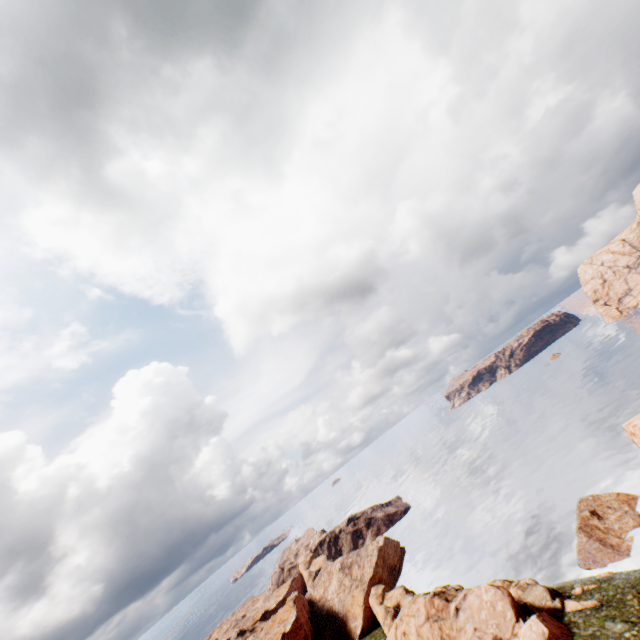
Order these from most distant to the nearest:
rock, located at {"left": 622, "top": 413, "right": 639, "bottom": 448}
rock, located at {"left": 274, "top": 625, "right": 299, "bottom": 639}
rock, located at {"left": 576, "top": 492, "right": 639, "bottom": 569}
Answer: rock, located at {"left": 274, "top": 625, "right": 299, "bottom": 639} < rock, located at {"left": 576, "top": 492, "right": 639, "bottom": 569} < rock, located at {"left": 622, "top": 413, "right": 639, "bottom": 448}

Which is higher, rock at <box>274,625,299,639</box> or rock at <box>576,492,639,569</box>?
rock at <box>274,625,299,639</box>

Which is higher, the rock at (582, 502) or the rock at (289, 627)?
the rock at (289, 627)

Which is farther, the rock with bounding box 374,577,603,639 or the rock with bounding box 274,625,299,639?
the rock with bounding box 274,625,299,639

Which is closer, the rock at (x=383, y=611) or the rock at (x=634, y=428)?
the rock at (x=634, y=428)

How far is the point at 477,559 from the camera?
59.2 meters
